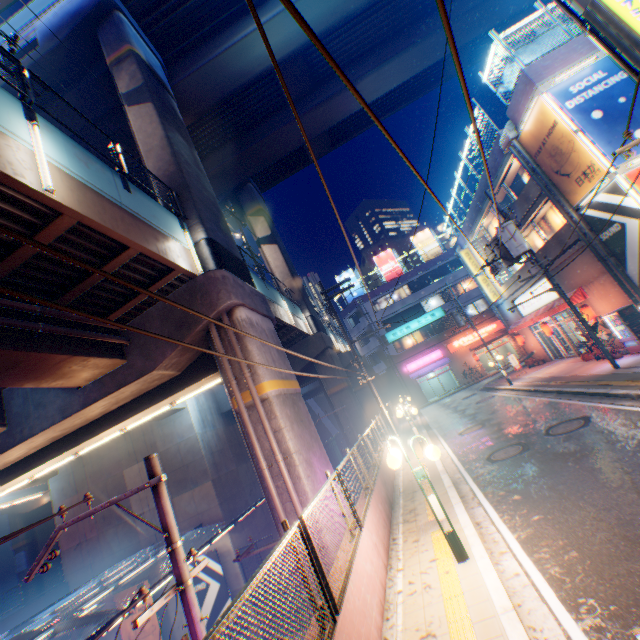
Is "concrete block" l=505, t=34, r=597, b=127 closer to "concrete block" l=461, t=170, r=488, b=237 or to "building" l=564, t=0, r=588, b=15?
"concrete block" l=461, t=170, r=488, b=237

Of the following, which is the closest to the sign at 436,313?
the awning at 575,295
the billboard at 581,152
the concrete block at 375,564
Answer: the concrete block at 375,564

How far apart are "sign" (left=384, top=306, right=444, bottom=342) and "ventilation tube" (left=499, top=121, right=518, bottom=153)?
25.0m

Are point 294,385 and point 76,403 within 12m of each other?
yes

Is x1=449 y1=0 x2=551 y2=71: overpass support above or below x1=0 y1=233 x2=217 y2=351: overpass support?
above

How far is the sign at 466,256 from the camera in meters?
27.9 m

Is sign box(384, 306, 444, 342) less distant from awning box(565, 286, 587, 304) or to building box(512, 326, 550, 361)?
building box(512, 326, 550, 361)

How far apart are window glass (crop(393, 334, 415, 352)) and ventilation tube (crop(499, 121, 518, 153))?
26.2m
